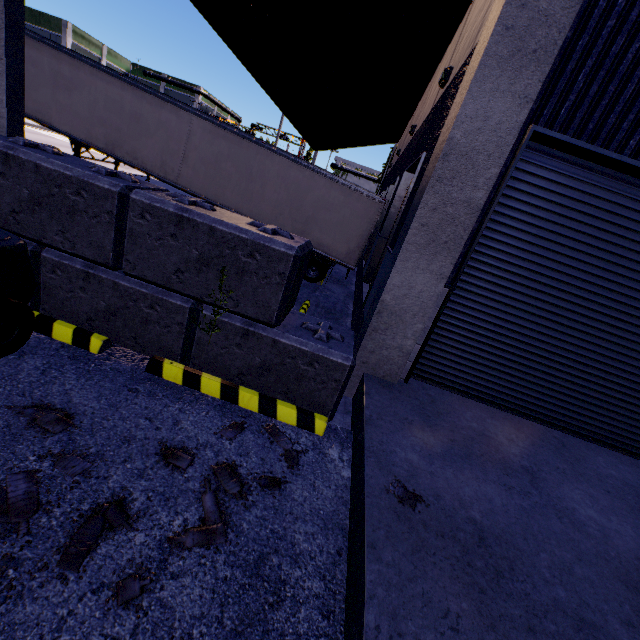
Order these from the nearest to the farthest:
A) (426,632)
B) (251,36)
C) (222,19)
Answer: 1. (426,632)
2. (222,19)
3. (251,36)

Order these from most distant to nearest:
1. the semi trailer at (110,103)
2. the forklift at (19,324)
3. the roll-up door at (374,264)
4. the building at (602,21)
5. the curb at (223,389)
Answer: the semi trailer at (110,103) < the roll-up door at (374,264) < the curb at (223,389) < the forklift at (19,324) < the building at (602,21)

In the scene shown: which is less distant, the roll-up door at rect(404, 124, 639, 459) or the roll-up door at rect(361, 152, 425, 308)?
the roll-up door at rect(404, 124, 639, 459)

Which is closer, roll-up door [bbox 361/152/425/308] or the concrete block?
the concrete block

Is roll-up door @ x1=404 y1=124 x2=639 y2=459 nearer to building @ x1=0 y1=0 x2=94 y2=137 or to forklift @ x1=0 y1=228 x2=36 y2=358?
building @ x1=0 y1=0 x2=94 y2=137

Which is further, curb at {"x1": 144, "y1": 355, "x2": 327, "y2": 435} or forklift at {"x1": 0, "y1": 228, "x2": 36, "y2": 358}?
curb at {"x1": 144, "y1": 355, "x2": 327, "y2": 435}

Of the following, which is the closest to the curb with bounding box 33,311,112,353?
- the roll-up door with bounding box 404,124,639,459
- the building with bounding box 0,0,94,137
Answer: the building with bounding box 0,0,94,137

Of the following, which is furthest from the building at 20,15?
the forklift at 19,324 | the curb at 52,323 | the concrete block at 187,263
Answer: the forklift at 19,324
